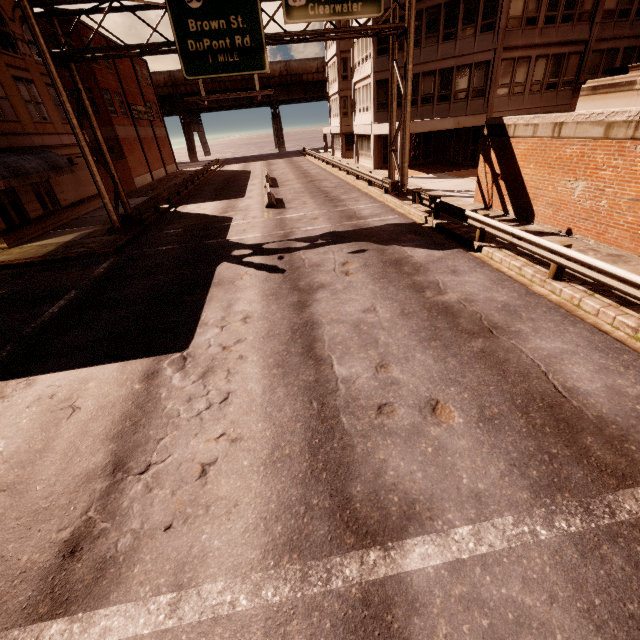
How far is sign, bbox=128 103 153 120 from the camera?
37.03m

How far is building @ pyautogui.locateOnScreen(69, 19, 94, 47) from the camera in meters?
28.5 m

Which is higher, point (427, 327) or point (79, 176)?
point (79, 176)

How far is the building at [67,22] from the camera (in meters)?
27.83

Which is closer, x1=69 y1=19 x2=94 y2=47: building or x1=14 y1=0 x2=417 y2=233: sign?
x1=14 y1=0 x2=417 y2=233: sign

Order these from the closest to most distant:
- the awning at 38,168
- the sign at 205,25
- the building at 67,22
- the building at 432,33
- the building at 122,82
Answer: the sign at 205,25 < the awning at 38,168 < the building at 432,33 < the building at 67,22 < the building at 122,82

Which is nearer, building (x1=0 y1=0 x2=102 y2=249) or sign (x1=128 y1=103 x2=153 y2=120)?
building (x1=0 y1=0 x2=102 y2=249)

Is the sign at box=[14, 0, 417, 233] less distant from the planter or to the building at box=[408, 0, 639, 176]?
the building at box=[408, 0, 639, 176]
